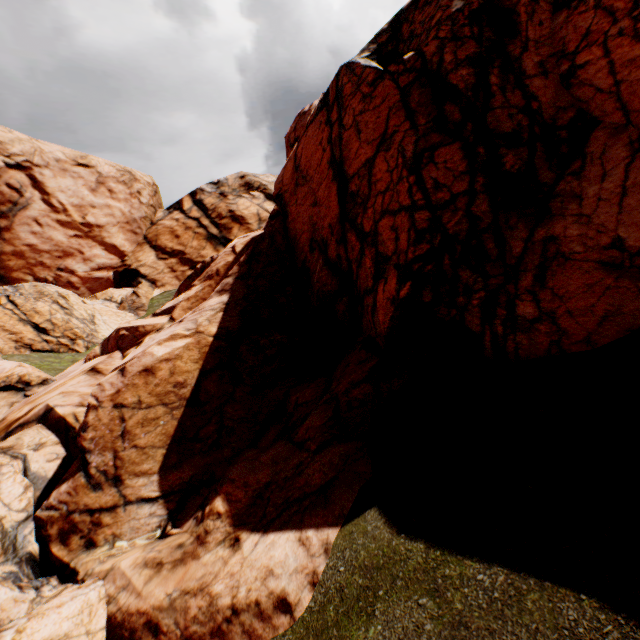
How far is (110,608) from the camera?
7.1 meters
